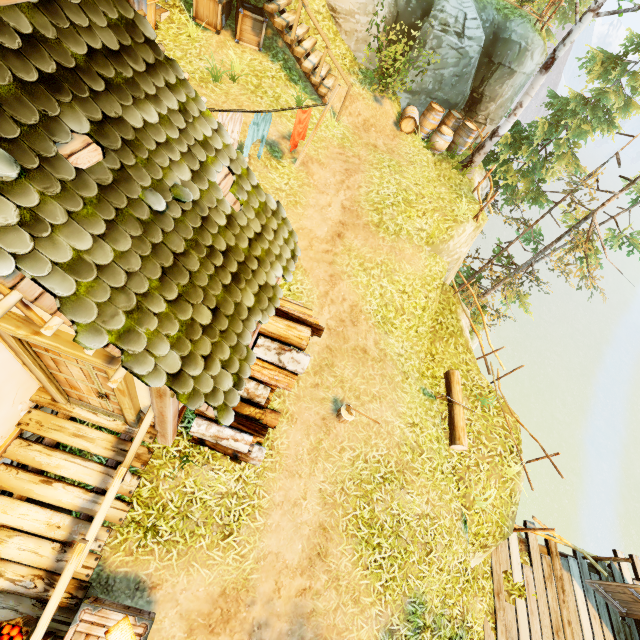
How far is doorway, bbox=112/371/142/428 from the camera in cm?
350

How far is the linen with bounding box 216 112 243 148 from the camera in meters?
6.1 m

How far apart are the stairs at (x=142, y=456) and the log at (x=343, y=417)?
3.6m

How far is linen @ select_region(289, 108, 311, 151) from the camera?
7.3m

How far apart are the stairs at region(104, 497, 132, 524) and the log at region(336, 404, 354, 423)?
3.9m

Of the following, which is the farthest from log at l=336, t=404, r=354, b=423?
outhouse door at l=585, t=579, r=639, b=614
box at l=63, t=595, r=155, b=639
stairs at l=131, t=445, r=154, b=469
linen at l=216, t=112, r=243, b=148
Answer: outhouse door at l=585, t=579, r=639, b=614

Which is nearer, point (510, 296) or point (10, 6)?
point (10, 6)

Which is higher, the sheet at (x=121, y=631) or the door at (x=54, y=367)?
the door at (x=54, y=367)
